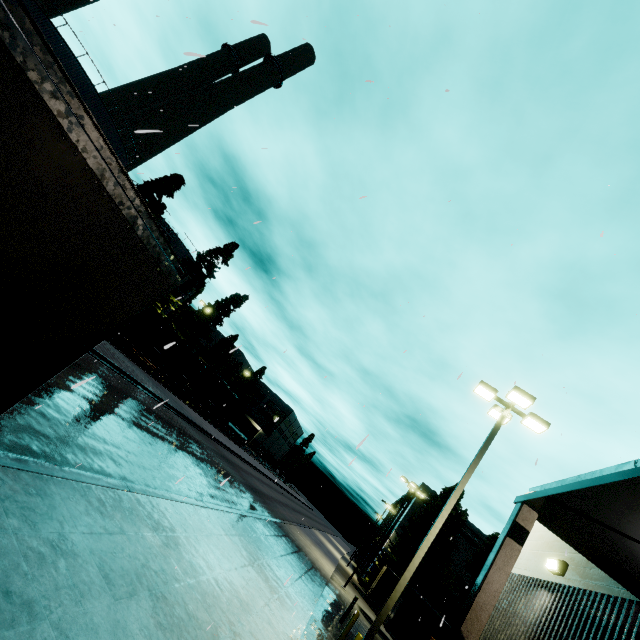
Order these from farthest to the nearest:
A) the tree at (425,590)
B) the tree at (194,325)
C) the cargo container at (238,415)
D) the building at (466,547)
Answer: the cargo container at (238,415) → the tree at (194,325) → the building at (466,547) → the tree at (425,590)

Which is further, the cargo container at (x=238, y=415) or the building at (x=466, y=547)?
the cargo container at (x=238, y=415)

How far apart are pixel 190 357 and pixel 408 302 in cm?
3170

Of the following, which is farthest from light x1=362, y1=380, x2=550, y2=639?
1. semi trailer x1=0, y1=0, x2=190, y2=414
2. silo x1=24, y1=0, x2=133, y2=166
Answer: silo x1=24, y1=0, x2=133, y2=166

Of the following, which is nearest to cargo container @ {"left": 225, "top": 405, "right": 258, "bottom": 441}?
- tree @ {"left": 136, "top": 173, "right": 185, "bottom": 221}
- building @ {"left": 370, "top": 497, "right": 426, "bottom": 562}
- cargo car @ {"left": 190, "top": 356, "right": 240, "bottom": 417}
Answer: cargo car @ {"left": 190, "top": 356, "right": 240, "bottom": 417}

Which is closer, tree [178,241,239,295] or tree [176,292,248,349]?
tree [178,241,239,295]

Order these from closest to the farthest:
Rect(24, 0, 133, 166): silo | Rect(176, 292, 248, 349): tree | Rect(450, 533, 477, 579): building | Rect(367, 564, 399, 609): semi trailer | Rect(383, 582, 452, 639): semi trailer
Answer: Rect(383, 582, 452, 639): semi trailer < Rect(367, 564, 399, 609): semi trailer < Rect(24, 0, 133, 166): silo < Rect(450, 533, 477, 579): building < Rect(176, 292, 248, 349): tree

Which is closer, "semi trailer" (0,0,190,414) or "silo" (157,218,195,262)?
"semi trailer" (0,0,190,414)
